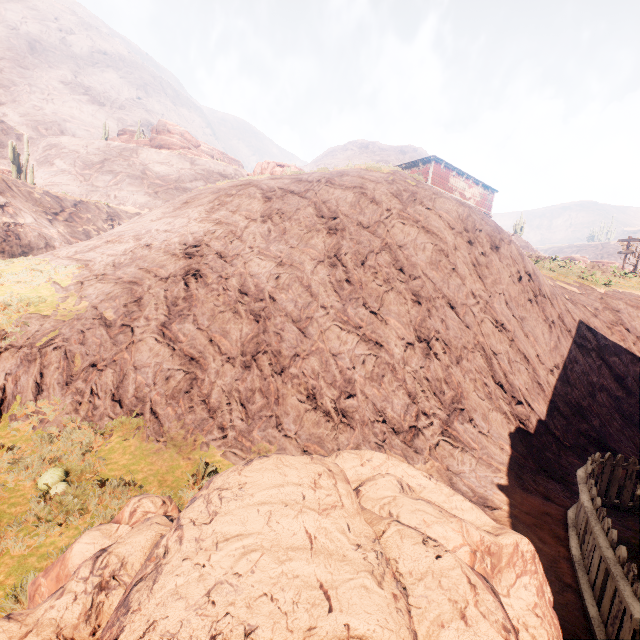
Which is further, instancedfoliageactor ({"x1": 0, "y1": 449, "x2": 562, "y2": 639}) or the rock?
the rock

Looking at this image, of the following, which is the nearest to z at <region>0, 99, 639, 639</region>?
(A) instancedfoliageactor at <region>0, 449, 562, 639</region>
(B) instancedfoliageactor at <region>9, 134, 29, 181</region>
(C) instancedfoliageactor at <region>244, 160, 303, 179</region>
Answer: (A) instancedfoliageactor at <region>0, 449, 562, 639</region>

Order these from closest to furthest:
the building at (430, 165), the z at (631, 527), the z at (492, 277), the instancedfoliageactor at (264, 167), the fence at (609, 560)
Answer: the fence at (609, 560), the z at (631, 527), the z at (492, 277), the instancedfoliageactor at (264, 167), the building at (430, 165)

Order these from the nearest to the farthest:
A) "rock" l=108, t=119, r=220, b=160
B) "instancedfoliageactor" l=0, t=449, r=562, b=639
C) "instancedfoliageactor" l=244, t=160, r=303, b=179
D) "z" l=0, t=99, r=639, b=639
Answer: "instancedfoliageactor" l=0, t=449, r=562, b=639, "z" l=0, t=99, r=639, b=639, "instancedfoliageactor" l=244, t=160, r=303, b=179, "rock" l=108, t=119, r=220, b=160

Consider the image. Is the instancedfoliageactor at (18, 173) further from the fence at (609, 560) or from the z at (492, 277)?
the fence at (609, 560)

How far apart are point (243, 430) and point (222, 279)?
4.4m

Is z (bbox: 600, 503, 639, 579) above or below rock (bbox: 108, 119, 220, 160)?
below

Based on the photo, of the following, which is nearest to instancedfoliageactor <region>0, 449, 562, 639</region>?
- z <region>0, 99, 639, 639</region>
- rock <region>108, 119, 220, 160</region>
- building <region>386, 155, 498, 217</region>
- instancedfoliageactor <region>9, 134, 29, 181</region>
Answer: z <region>0, 99, 639, 639</region>
